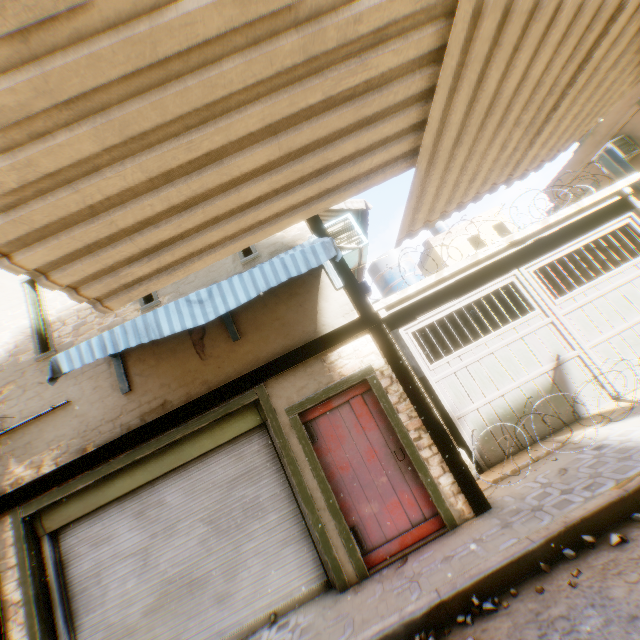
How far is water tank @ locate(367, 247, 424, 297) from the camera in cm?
1106

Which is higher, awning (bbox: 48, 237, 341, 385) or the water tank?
the water tank

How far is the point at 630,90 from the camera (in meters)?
3.54

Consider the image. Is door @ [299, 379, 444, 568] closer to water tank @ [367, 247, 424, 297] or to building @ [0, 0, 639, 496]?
building @ [0, 0, 639, 496]

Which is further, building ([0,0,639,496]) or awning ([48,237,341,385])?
awning ([48,237,341,385])

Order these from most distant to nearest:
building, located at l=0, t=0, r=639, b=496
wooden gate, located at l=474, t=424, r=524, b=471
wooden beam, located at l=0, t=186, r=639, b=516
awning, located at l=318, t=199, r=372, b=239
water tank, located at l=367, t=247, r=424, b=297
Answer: water tank, located at l=367, t=247, r=424, b=297
awning, located at l=318, t=199, r=372, b=239
wooden gate, located at l=474, t=424, r=524, b=471
wooden beam, located at l=0, t=186, r=639, b=516
building, located at l=0, t=0, r=639, b=496

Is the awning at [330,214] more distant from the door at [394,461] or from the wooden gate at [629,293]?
the door at [394,461]

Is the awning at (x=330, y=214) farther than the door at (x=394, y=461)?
Yes
